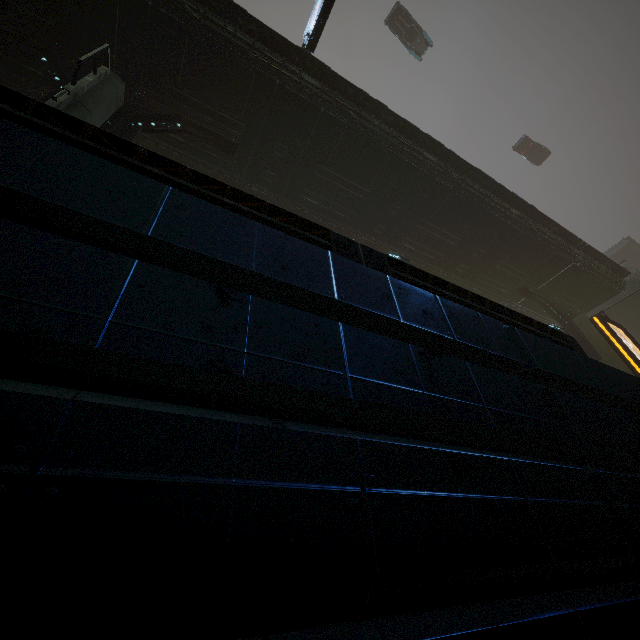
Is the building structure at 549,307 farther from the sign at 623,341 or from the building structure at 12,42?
the building structure at 12,42

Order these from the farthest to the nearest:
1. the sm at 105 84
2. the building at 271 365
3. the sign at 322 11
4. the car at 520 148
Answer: the car at 520 148 → the sign at 322 11 → the sm at 105 84 → the building at 271 365

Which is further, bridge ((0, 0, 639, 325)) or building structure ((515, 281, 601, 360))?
building structure ((515, 281, 601, 360))

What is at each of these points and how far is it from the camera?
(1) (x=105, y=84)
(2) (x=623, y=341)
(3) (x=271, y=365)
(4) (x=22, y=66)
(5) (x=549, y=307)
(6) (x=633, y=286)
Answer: (1) sm, 8.73m
(2) sign, 15.76m
(3) building, 2.02m
(4) bridge, 10.56m
(5) building structure, 20.09m
(6) stairs, 21.20m

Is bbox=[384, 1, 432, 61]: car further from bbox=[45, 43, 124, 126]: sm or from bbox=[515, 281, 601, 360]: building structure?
bbox=[45, 43, 124, 126]: sm

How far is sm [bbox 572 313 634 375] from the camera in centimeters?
1758cm

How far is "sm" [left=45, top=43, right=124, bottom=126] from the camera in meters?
7.3

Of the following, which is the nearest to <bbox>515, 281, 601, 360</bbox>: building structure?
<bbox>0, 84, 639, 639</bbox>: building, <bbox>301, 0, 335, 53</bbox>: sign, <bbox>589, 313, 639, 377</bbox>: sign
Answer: <bbox>589, 313, 639, 377</bbox>: sign
